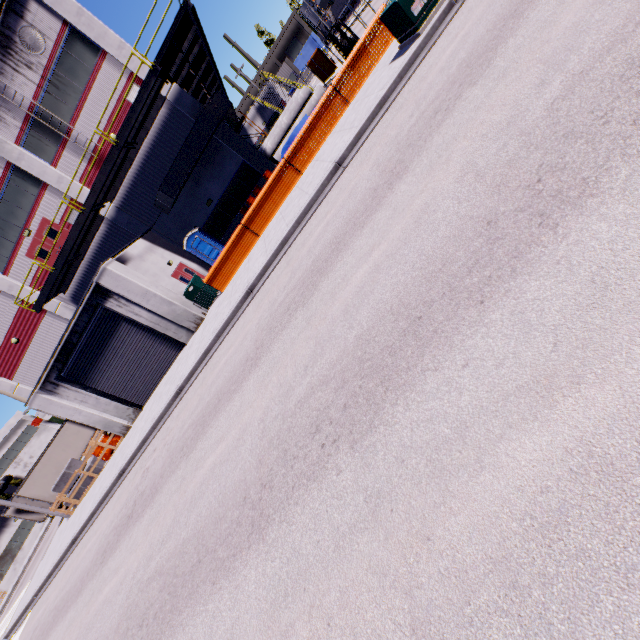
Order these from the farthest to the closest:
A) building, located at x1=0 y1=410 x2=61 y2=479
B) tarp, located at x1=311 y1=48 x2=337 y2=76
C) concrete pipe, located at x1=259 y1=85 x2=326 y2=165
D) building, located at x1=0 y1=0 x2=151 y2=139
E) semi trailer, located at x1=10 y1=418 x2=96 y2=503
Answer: building, located at x1=0 y1=410 x2=61 y2=479, semi trailer, located at x1=10 y1=418 x2=96 y2=503, tarp, located at x1=311 y1=48 x2=337 y2=76, concrete pipe, located at x1=259 y1=85 x2=326 y2=165, building, located at x1=0 y1=0 x2=151 y2=139

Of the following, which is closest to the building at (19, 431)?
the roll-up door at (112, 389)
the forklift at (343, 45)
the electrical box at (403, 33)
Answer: the roll-up door at (112, 389)

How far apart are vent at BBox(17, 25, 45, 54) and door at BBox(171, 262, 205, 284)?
11.9 meters

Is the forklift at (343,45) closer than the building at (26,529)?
Yes

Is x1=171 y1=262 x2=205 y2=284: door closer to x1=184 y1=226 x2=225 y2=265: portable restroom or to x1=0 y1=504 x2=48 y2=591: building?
x1=0 y1=504 x2=48 y2=591: building

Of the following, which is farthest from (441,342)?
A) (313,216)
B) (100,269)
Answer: (100,269)

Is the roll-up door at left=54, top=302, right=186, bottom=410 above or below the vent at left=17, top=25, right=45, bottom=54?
below

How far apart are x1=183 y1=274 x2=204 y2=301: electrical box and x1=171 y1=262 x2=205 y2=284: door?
0.7 meters
